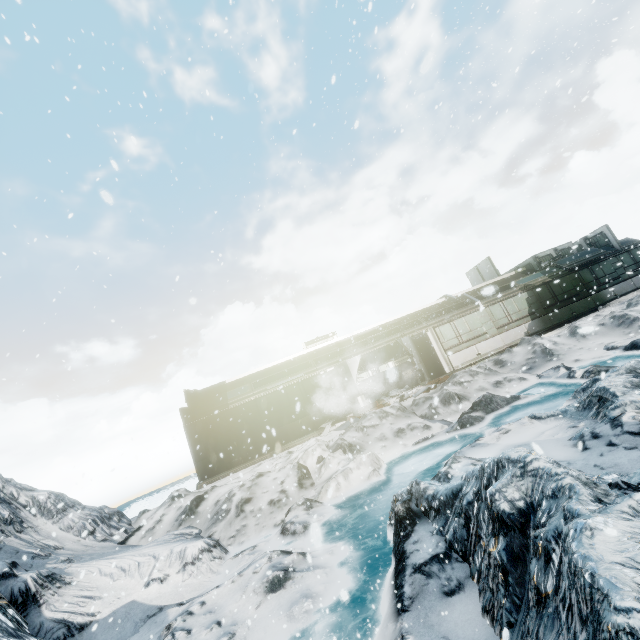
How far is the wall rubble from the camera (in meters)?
15.05

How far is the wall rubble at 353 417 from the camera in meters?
15.0

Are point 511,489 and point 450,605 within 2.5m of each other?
yes
